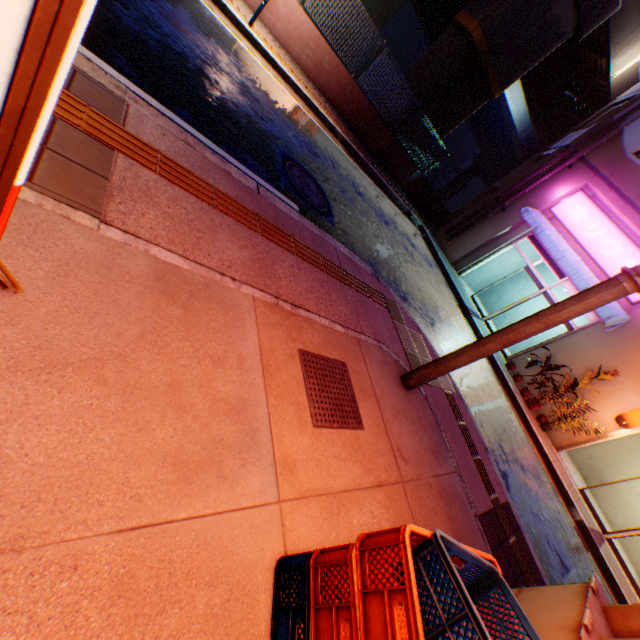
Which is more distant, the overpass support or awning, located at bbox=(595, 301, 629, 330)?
the overpass support

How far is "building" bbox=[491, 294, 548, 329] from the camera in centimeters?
1456cm

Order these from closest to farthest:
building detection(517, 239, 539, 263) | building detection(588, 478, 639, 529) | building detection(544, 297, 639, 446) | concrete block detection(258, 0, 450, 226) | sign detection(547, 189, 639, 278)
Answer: concrete block detection(258, 0, 450, 226)
building detection(544, 297, 639, 446)
sign detection(547, 189, 639, 278)
building detection(588, 478, 639, 529)
building detection(517, 239, 539, 263)

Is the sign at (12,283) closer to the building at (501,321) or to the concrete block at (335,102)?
the concrete block at (335,102)

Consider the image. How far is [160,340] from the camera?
1.78m

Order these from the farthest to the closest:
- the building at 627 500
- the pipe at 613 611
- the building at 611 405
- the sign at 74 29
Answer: the building at 627 500
the building at 611 405
the pipe at 613 611
the sign at 74 29

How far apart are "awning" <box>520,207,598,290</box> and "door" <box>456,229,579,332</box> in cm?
20
